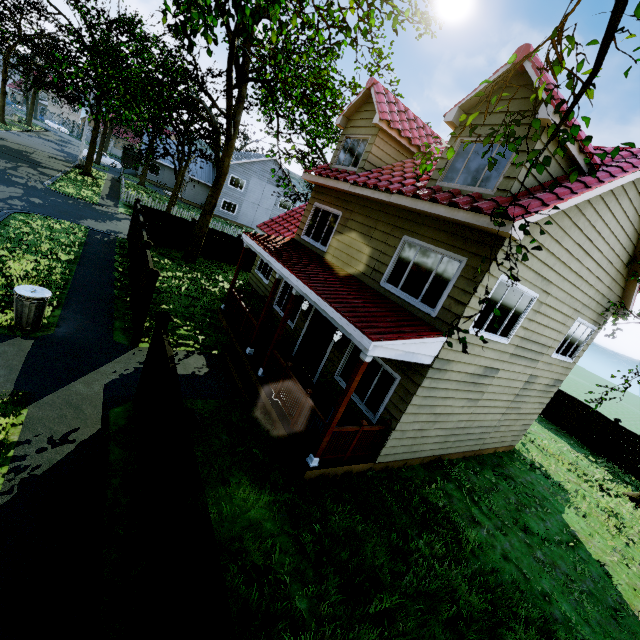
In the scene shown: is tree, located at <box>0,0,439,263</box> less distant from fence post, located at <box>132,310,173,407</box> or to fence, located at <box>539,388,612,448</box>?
fence, located at <box>539,388,612,448</box>

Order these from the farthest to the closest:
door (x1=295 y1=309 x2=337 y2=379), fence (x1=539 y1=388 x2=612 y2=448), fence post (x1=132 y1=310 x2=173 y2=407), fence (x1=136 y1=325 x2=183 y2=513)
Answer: fence (x1=539 y1=388 x2=612 y2=448), door (x1=295 y1=309 x2=337 y2=379), fence post (x1=132 y1=310 x2=173 y2=407), fence (x1=136 y1=325 x2=183 y2=513)

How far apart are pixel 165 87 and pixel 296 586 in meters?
19.1 m

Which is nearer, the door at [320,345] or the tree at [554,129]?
the tree at [554,129]

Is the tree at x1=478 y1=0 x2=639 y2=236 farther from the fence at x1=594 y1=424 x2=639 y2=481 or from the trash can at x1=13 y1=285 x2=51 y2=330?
the trash can at x1=13 y1=285 x2=51 y2=330

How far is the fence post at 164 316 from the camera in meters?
6.2 m

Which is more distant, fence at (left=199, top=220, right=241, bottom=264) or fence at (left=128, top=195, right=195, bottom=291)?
fence at (left=199, top=220, right=241, bottom=264)

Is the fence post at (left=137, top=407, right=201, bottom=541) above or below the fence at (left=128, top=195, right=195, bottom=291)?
above
